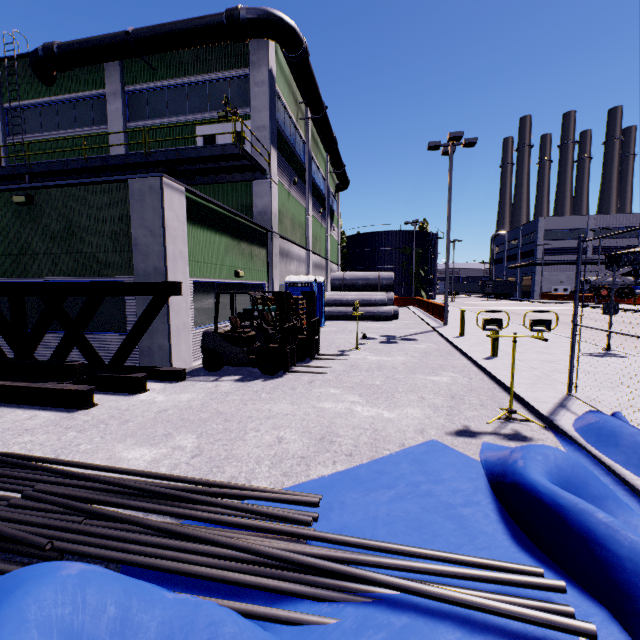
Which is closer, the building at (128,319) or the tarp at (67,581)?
the tarp at (67,581)

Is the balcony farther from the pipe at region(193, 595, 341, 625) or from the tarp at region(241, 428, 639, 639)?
the pipe at region(193, 595, 341, 625)

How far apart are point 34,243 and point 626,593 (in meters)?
12.90

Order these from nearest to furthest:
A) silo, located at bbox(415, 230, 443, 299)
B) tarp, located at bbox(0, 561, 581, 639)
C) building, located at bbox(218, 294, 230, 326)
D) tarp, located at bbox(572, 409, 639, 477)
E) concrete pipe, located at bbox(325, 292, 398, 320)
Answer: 1. tarp, located at bbox(0, 561, 581, 639)
2. tarp, located at bbox(572, 409, 639, 477)
3. building, located at bbox(218, 294, 230, 326)
4. concrete pipe, located at bbox(325, 292, 398, 320)
5. silo, located at bbox(415, 230, 443, 299)

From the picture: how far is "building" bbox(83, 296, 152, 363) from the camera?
8.6m

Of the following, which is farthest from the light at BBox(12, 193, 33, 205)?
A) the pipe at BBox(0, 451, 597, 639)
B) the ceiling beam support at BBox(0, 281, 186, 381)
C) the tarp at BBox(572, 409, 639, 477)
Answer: the tarp at BBox(572, 409, 639, 477)

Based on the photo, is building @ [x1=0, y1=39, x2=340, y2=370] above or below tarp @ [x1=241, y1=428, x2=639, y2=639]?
above

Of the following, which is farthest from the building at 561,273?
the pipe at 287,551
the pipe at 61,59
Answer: the pipe at 287,551
